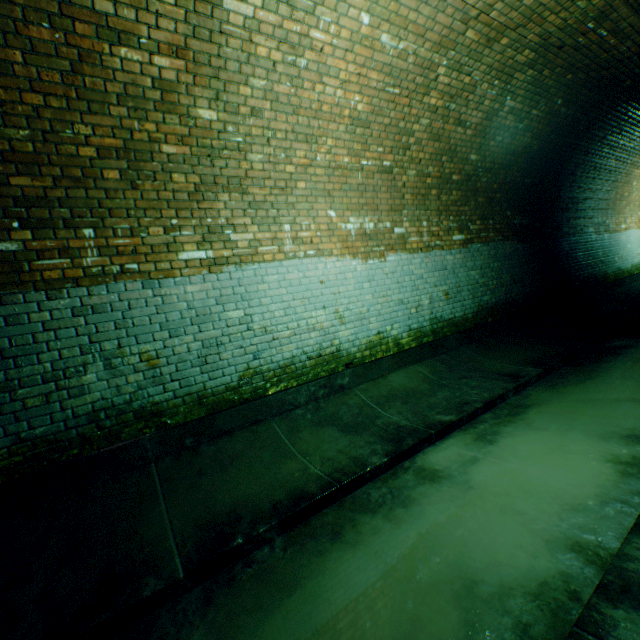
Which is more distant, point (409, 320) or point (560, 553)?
point (409, 320)
